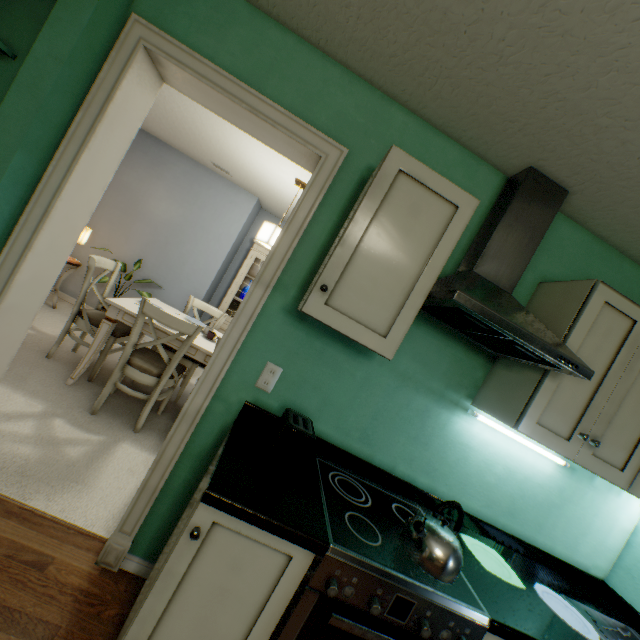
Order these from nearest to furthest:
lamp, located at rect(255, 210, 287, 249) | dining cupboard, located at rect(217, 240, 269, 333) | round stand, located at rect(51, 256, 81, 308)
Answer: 1. lamp, located at rect(255, 210, 287, 249)
2. round stand, located at rect(51, 256, 81, 308)
3. dining cupboard, located at rect(217, 240, 269, 333)

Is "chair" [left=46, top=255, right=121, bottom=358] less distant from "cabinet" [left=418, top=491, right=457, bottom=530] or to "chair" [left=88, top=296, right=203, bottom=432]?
"chair" [left=88, top=296, right=203, bottom=432]

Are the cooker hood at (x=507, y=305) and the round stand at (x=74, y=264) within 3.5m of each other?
no

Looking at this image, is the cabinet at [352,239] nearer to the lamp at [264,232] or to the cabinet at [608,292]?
the cabinet at [608,292]

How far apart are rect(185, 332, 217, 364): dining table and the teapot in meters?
1.6

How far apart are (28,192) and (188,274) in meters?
3.2

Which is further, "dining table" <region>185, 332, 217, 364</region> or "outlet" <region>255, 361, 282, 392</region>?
"dining table" <region>185, 332, 217, 364</region>

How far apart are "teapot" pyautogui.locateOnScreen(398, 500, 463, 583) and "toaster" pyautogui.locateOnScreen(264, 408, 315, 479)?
0.5 meters
